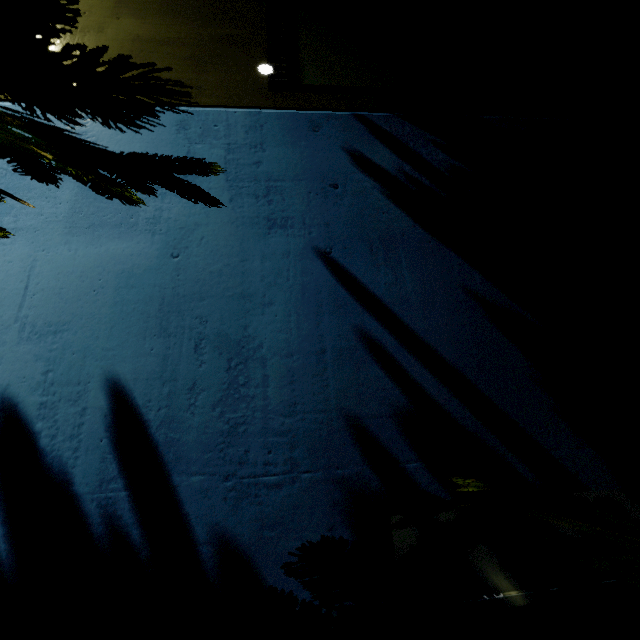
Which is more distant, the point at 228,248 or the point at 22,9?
the point at 228,248

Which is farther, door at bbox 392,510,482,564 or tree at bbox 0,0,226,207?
door at bbox 392,510,482,564

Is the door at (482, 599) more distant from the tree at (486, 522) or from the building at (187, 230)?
the tree at (486, 522)

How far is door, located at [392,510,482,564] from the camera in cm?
152

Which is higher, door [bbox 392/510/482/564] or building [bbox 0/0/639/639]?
building [bbox 0/0/639/639]

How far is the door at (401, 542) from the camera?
1.52m

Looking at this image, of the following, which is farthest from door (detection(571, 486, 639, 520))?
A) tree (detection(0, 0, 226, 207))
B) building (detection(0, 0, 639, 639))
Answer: tree (detection(0, 0, 226, 207))

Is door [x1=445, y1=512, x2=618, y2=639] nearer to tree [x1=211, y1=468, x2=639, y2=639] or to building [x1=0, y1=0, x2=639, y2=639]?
building [x1=0, y1=0, x2=639, y2=639]
